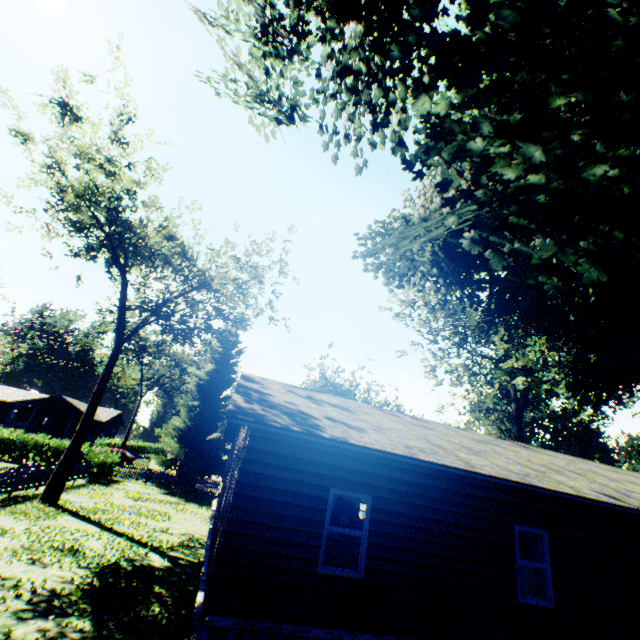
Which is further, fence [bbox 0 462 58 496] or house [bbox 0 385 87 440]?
house [bbox 0 385 87 440]

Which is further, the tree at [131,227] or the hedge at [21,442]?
the hedge at [21,442]

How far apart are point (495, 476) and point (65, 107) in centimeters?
2186cm

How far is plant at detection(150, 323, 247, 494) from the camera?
27.1m

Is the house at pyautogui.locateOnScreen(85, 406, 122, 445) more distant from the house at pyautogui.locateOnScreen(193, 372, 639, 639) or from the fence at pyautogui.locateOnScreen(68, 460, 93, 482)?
the house at pyautogui.locateOnScreen(193, 372, 639, 639)

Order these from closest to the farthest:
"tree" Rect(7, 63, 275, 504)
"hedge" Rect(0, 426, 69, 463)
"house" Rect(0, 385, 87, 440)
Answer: "tree" Rect(7, 63, 275, 504) < "hedge" Rect(0, 426, 69, 463) < "house" Rect(0, 385, 87, 440)

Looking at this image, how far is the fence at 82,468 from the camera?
21.31m

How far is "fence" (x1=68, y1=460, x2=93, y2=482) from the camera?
21.3m
